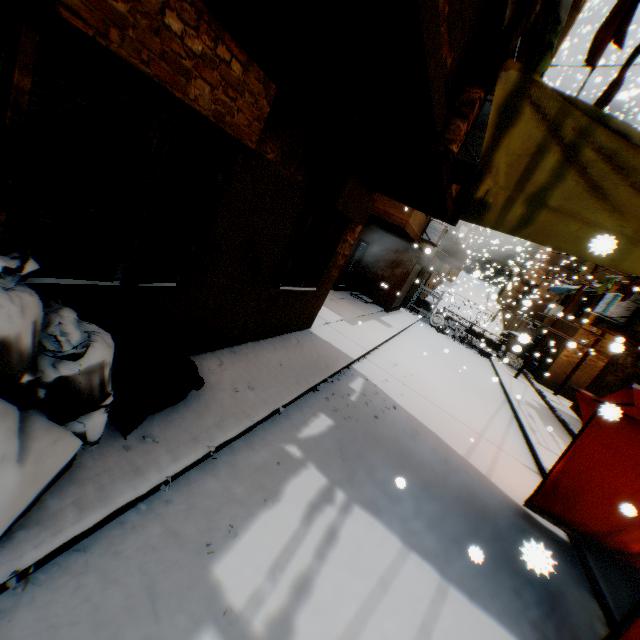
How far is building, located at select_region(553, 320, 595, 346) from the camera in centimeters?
1591cm

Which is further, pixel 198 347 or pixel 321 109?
pixel 198 347

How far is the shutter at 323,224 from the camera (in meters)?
5.35

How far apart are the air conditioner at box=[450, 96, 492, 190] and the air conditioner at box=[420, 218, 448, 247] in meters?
7.6

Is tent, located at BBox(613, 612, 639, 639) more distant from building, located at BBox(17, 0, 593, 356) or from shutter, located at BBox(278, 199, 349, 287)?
shutter, located at BBox(278, 199, 349, 287)

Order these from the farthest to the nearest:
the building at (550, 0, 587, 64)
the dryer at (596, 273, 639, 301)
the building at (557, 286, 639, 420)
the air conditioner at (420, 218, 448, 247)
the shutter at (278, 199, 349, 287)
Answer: the air conditioner at (420, 218, 448, 247) < the building at (557, 286, 639, 420) < the dryer at (596, 273, 639, 301) < the shutter at (278, 199, 349, 287) < the building at (550, 0, 587, 64)

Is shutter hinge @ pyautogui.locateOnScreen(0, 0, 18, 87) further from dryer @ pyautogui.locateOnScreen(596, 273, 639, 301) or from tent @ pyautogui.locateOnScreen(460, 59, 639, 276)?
dryer @ pyautogui.locateOnScreen(596, 273, 639, 301)

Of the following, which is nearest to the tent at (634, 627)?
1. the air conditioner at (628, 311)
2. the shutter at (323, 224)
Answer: the shutter at (323, 224)
